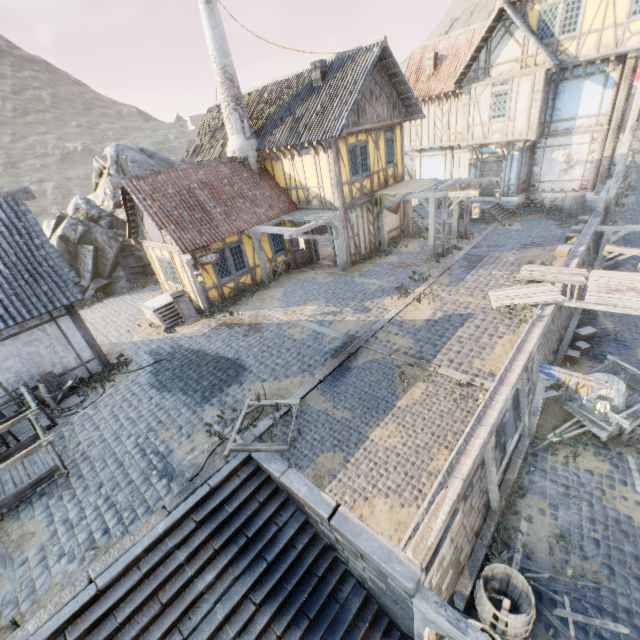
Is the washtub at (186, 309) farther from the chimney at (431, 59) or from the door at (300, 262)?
the chimney at (431, 59)

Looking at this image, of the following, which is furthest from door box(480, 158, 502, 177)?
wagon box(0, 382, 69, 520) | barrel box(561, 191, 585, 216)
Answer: wagon box(0, 382, 69, 520)

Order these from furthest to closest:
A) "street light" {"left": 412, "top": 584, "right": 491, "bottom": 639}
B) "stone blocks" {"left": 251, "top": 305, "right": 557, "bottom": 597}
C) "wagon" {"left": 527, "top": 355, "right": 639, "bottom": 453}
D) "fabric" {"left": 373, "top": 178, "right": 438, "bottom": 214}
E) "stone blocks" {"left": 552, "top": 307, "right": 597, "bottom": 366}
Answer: "fabric" {"left": 373, "top": 178, "right": 438, "bottom": 214}
"stone blocks" {"left": 552, "top": 307, "right": 597, "bottom": 366}
"wagon" {"left": 527, "top": 355, "right": 639, "bottom": 453}
"stone blocks" {"left": 251, "top": 305, "right": 557, "bottom": 597}
"street light" {"left": 412, "top": 584, "right": 491, "bottom": 639}

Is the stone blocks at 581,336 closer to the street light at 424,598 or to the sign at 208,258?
the street light at 424,598

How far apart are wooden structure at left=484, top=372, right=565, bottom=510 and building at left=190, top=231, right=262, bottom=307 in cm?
1151

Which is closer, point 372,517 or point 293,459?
point 372,517

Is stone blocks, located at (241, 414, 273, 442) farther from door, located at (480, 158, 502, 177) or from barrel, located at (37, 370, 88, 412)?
barrel, located at (37, 370, 88, 412)

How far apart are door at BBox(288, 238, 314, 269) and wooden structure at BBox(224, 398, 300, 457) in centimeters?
970cm
